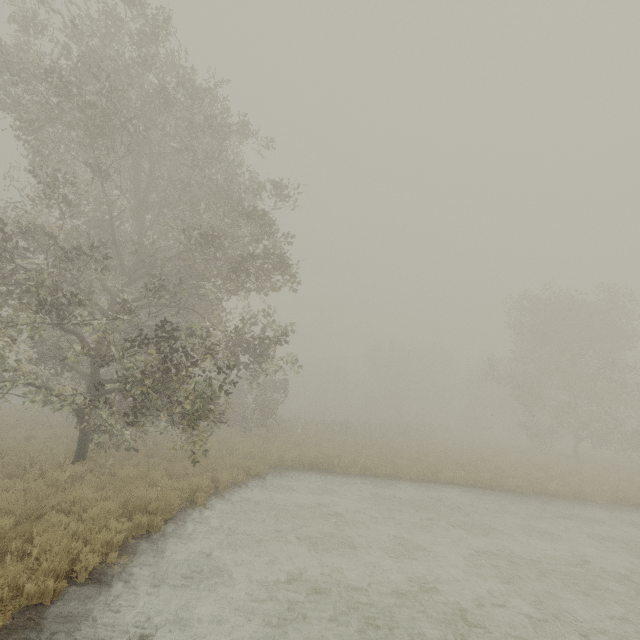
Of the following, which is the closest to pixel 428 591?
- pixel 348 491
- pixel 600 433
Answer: pixel 348 491
